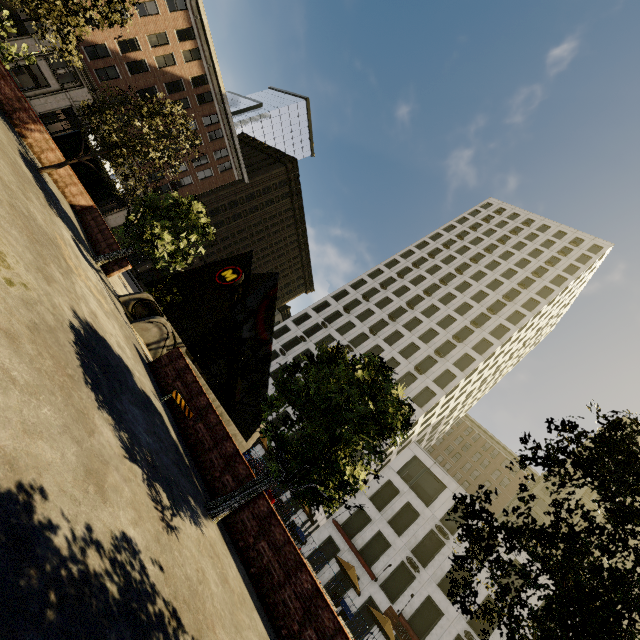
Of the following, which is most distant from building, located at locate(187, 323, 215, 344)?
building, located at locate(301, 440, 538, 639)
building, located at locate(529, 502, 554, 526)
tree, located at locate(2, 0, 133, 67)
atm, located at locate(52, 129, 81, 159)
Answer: → building, located at locate(529, 502, 554, 526)

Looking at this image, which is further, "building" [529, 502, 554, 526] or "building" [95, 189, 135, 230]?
"building" [529, 502, 554, 526]

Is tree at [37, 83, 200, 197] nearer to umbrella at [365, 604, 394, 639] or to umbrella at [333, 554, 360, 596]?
umbrella at [333, 554, 360, 596]

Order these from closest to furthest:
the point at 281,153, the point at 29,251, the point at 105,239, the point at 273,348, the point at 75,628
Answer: the point at 75,628, the point at 29,251, the point at 105,239, the point at 273,348, the point at 281,153

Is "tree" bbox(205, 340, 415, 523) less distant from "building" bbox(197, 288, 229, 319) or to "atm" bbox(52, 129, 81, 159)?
"atm" bbox(52, 129, 81, 159)

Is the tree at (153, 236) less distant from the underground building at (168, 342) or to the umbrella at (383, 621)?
the underground building at (168, 342)

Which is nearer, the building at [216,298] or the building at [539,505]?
the building at [216,298]

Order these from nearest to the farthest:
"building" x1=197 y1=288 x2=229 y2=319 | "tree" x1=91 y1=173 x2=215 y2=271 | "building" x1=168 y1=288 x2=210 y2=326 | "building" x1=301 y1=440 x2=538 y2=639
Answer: "tree" x1=91 y1=173 x2=215 y2=271 < "building" x1=301 y1=440 x2=538 y2=639 < "building" x1=168 y1=288 x2=210 y2=326 < "building" x1=197 y1=288 x2=229 y2=319
